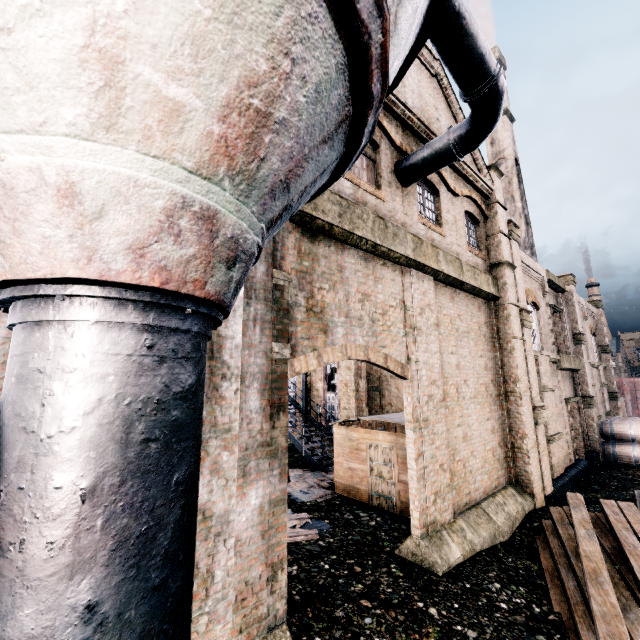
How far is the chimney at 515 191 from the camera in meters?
33.2 m

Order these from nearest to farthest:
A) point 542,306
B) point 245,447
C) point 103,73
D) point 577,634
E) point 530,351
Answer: point 103,73 < point 245,447 < point 577,634 < point 530,351 < point 542,306

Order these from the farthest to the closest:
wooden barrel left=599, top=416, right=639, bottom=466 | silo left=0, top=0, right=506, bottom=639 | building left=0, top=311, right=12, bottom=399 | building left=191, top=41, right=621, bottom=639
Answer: wooden barrel left=599, top=416, right=639, bottom=466
building left=191, top=41, right=621, bottom=639
building left=0, top=311, right=12, bottom=399
silo left=0, top=0, right=506, bottom=639

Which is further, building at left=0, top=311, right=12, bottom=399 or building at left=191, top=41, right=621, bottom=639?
building at left=191, top=41, right=621, bottom=639

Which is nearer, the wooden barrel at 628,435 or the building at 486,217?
the building at 486,217

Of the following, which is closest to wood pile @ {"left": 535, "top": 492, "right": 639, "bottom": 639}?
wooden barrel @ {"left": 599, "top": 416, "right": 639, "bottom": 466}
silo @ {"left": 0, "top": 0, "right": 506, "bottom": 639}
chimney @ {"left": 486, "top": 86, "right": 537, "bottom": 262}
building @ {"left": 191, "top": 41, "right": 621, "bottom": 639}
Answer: silo @ {"left": 0, "top": 0, "right": 506, "bottom": 639}

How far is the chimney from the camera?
33.16m

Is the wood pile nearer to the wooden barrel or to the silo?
the silo
